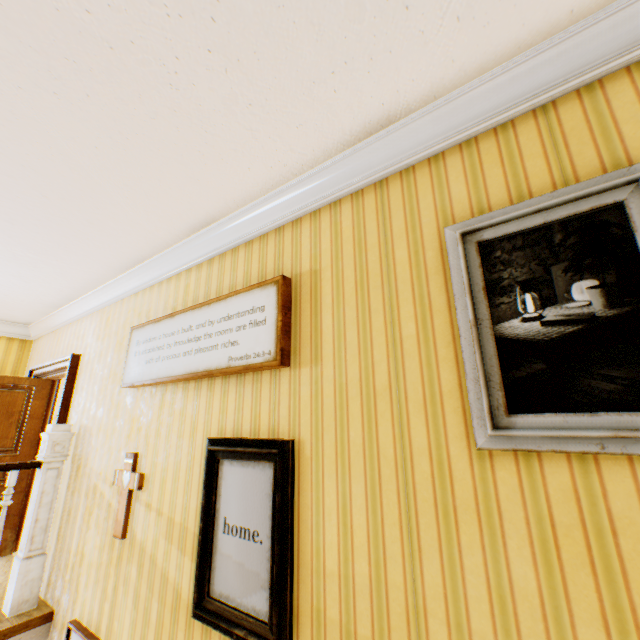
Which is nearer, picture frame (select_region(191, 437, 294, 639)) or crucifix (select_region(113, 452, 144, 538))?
picture frame (select_region(191, 437, 294, 639))

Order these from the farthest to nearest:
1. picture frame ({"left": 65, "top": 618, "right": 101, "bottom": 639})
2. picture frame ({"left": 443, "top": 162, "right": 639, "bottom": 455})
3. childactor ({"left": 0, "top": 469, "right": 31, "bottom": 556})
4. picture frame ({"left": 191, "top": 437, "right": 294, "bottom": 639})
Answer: childactor ({"left": 0, "top": 469, "right": 31, "bottom": 556}), picture frame ({"left": 65, "top": 618, "right": 101, "bottom": 639}), picture frame ({"left": 191, "top": 437, "right": 294, "bottom": 639}), picture frame ({"left": 443, "top": 162, "right": 639, "bottom": 455})

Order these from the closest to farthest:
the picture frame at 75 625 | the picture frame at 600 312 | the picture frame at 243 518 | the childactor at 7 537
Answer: the picture frame at 600 312 → the picture frame at 243 518 → the picture frame at 75 625 → the childactor at 7 537

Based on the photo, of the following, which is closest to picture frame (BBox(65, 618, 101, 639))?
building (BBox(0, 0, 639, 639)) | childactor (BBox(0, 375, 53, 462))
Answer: building (BBox(0, 0, 639, 639))

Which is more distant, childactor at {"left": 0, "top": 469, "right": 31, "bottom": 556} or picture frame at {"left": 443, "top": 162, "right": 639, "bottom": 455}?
childactor at {"left": 0, "top": 469, "right": 31, "bottom": 556}

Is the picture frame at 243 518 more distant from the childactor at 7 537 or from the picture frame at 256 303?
the childactor at 7 537

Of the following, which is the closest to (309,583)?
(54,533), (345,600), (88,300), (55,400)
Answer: (345,600)

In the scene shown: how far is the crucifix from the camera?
2.5 meters
